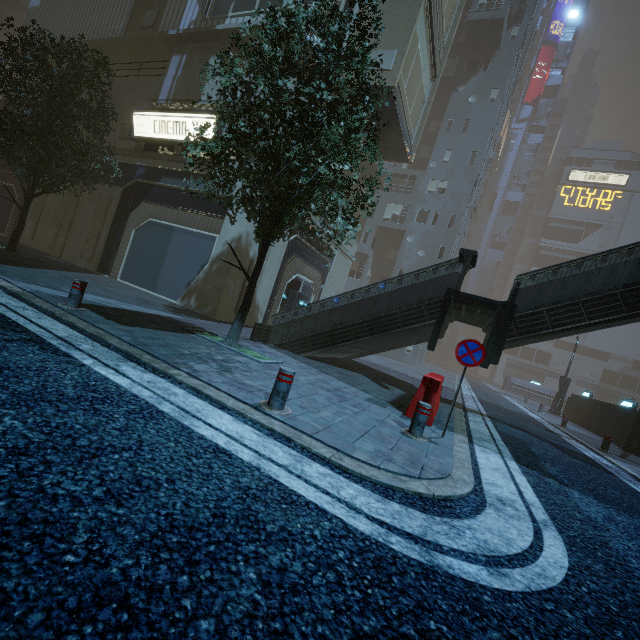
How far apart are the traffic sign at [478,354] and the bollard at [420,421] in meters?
0.6

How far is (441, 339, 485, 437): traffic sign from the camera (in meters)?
5.69

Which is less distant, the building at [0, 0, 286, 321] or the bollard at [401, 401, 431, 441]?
the bollard at [401, 401, 431, 441]

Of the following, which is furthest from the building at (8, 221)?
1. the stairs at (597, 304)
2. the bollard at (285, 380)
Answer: the bollard at (285, 380)

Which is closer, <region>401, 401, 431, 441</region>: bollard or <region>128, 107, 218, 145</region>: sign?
<region>401, 401, 431, 441</region>: bollard

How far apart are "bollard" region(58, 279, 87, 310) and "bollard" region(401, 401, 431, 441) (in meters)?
6.50

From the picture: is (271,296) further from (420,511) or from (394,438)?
(420,511)

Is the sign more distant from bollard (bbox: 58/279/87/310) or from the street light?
the street light
